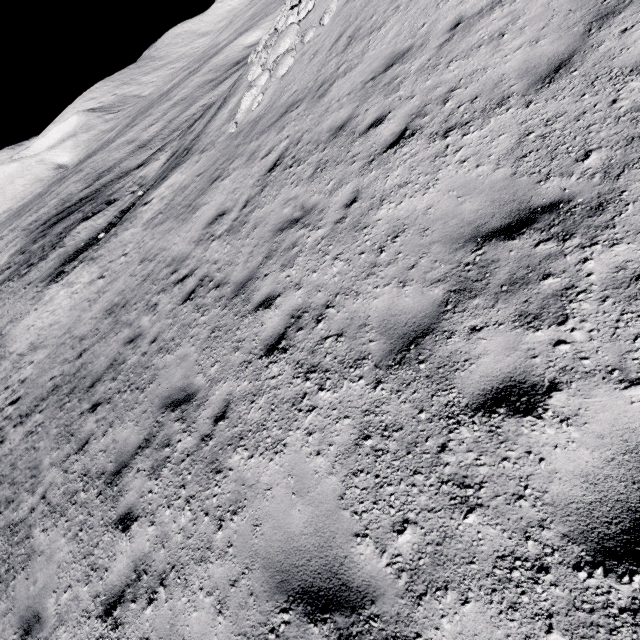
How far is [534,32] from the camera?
4.7m
